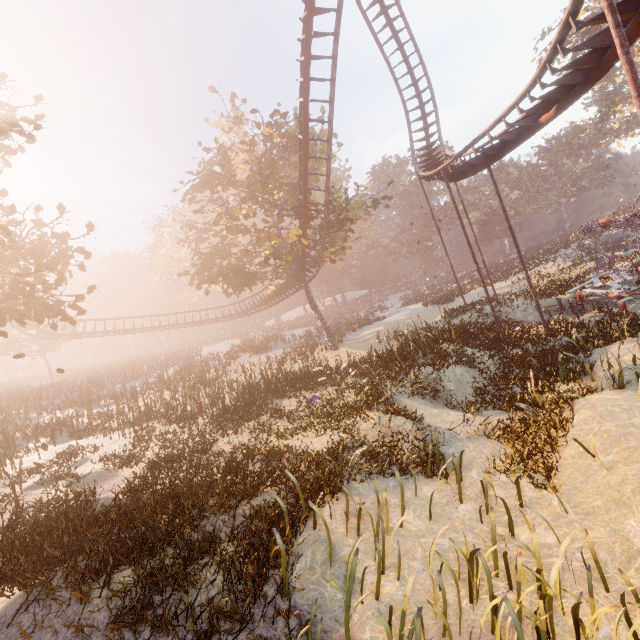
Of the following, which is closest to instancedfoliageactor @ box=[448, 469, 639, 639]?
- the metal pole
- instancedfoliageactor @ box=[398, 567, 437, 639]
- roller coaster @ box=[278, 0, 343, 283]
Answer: instancedfoliageactor @ box=[398, 567, 437, 639]

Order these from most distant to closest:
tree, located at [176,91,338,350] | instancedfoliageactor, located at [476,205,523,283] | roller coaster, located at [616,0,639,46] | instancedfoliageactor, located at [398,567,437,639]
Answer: instancedfoliageactor, located at [476,205,523,283] → tree, located at [176,91,338,350] → roller coaster, located at [616,0,639,46] → instancedfoliageactor, located at [398,567,437,639]

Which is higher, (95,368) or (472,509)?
(95,368)

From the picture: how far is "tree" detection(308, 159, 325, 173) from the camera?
22.9m

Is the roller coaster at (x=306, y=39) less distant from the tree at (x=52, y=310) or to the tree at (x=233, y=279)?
the tree at (x=233, y=279)
